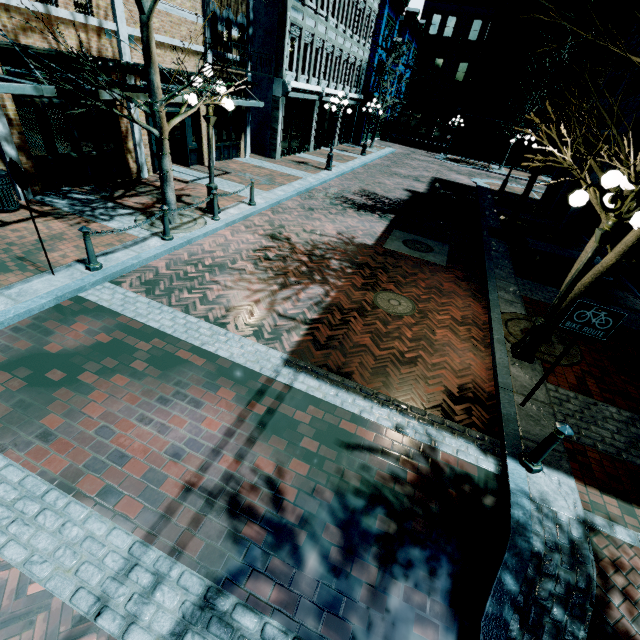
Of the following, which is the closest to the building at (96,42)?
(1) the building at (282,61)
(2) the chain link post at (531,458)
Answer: (2) the chain link post at (531,458)

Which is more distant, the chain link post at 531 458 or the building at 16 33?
the building at 16 33

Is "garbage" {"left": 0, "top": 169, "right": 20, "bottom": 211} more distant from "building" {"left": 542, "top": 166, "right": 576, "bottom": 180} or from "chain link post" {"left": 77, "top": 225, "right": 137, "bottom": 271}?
"building" {"left": 542, "top": 166, "right": 576, "bottom": 180}

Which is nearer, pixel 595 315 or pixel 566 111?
pixel 595 315

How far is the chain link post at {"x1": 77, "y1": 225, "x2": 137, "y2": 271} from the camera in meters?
6.1 m

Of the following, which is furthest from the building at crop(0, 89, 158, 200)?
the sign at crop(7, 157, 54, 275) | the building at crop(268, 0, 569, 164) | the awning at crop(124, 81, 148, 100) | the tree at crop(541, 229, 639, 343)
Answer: the building at crop(268, 0, 569, 164)

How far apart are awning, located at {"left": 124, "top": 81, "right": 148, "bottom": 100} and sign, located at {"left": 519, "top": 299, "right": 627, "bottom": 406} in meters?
9.7 m

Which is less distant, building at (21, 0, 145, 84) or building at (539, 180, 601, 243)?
building at (21, 0, 145, 84)
